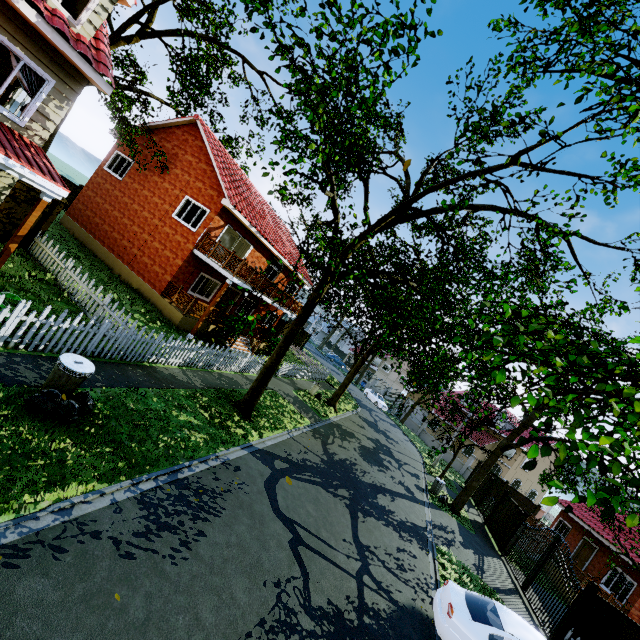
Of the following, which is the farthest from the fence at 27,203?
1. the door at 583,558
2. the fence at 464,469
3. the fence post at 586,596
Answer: the door at 583,558

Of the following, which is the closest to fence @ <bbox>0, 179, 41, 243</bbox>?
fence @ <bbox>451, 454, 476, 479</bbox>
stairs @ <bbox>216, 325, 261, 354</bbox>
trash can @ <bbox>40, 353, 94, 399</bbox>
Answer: trash can @ <bbox>40, 353, 94, 399</bbox>

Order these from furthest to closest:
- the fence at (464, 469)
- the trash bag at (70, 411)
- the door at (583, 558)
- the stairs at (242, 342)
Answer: the fence at (464, 469) < the door at (583, 558) < the stairs at (242, 342) < the trash bag at (70, 411)

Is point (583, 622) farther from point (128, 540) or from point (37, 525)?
point (37, 525)

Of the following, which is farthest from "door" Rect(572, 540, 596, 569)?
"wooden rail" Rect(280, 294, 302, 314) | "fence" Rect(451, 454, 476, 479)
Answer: "wooden rail" Rect(280, 294, 302, 314)

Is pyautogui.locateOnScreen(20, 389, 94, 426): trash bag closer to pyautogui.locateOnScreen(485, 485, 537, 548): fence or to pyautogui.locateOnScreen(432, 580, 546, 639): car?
pyautogui.locateOnScreen(432, 580, 546, 639): car

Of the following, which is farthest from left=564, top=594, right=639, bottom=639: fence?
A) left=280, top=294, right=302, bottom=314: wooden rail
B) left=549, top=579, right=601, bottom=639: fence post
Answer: left=280, top=294, right=302, bottom=314: wooden rail

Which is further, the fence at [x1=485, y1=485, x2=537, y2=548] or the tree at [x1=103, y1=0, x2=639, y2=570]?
the fence at [x1=485, y1=485, x2=537, y2=548]
